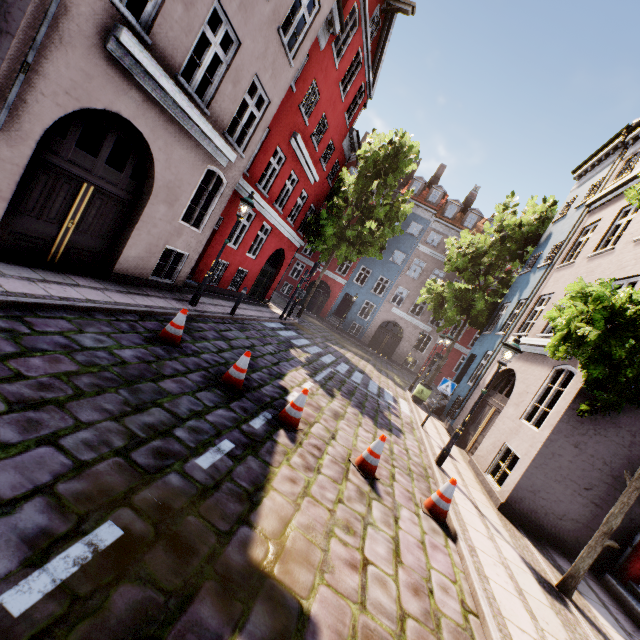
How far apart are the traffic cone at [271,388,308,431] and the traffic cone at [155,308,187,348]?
2.4m

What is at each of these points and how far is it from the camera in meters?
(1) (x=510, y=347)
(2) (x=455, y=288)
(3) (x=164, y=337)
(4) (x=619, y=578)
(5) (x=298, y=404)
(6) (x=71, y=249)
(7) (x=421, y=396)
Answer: (1) street light, 7.9
(2) tree, 18.5
(3) traffic cone, 6.5
(4) building, 6.8
(5) traffic cone, 5.9
(6) building, 6.9
(7) trash bin, 15.3

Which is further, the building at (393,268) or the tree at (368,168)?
the building at (393,268)

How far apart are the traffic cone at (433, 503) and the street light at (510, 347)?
2.33m

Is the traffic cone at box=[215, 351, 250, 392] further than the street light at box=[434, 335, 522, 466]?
No

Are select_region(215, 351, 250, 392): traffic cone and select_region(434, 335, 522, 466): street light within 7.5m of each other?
yes

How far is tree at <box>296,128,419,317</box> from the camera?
18.73m

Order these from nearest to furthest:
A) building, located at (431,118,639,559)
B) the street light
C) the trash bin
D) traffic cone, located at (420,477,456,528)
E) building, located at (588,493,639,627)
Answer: traffic cone, located at (420,477,456,528)
building, located at (588,493,639,627)
building, located at (431,118,639,559)
the street light
the trash bin
